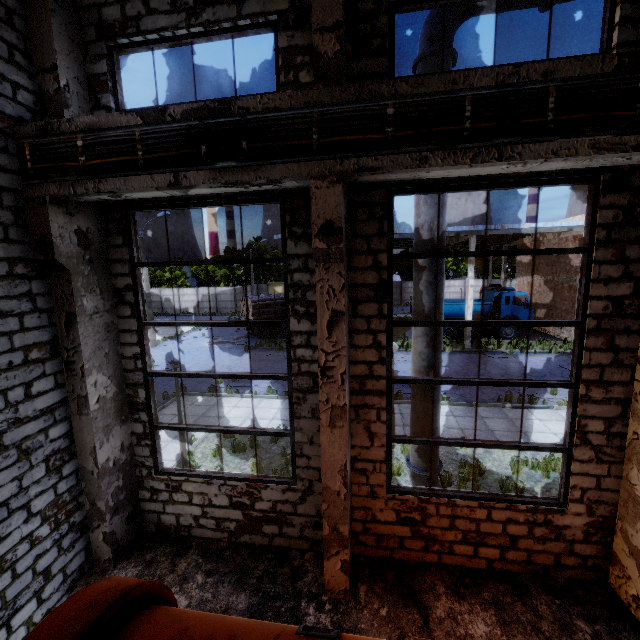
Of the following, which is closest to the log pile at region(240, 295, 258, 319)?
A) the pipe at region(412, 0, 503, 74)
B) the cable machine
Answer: the pipe at region(412, 0, 503, 74)

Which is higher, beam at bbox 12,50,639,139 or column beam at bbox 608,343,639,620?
beam at bbox 12,50,639,139

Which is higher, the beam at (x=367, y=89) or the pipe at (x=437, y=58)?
the pipe at (x=437, y=58)

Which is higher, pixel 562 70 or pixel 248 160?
pixel 562 70

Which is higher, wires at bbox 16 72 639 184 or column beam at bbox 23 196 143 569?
wires at bbox 16 72 639 184

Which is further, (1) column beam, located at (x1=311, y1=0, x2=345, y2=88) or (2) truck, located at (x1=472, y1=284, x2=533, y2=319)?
(2) truck, located at (x1=472, y1=284, x2=533, y2=319)

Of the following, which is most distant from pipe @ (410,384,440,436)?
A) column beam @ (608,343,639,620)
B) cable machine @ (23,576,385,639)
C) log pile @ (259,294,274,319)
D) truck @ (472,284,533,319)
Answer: log pile @ (259,294,274,319)

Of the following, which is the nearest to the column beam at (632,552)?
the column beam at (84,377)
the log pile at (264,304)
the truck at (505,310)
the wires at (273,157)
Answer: the wires at (273,157)
